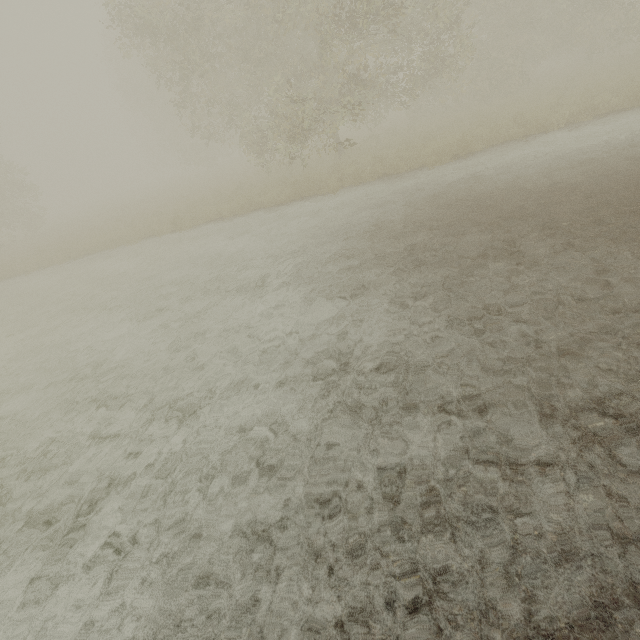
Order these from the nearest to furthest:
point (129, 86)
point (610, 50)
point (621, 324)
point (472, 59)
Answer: point (621, 324), point (472, 59), point (610, 50), point (129, 86)
